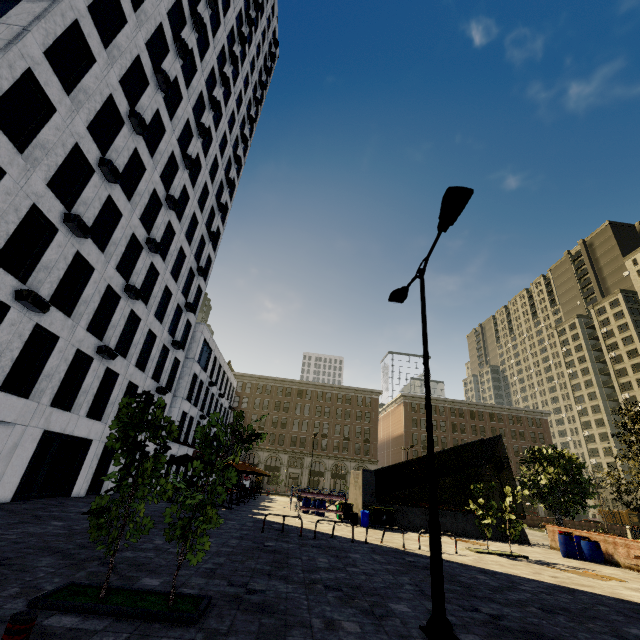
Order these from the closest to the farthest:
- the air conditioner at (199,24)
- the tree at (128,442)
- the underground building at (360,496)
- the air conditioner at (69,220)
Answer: the tree at (128,442) < the air conditioner at (69,220) < the underground building at (360,496) < the air conditioner at (199,24)

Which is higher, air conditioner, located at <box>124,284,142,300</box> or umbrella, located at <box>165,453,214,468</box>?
air conditioner, located at <box>124,284,142,300</box>

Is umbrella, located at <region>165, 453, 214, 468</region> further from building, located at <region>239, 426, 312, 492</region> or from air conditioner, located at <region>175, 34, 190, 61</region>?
building, located at <region>239, 426, 312, 492</region>

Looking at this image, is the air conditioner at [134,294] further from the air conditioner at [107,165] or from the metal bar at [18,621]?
the metal bar at [18,621]

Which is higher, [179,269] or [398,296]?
[179,269]

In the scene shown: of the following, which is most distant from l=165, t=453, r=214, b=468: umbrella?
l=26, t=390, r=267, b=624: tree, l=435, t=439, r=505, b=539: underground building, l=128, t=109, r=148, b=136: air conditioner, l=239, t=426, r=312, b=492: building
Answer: → l=239, t=426, r=312, b=492: building

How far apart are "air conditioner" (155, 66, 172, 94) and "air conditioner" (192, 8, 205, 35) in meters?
7.4

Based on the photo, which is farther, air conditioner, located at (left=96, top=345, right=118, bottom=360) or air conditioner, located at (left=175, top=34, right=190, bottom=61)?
air conditioner, located at (left=175, top=34, right=190, bottom=61)
